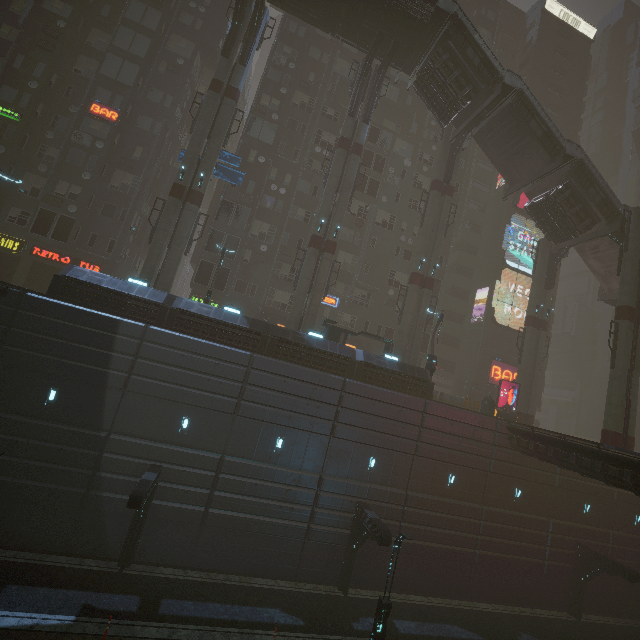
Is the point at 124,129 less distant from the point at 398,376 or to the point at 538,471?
the point at 398,376

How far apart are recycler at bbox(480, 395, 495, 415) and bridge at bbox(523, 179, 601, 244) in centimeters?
1463cm

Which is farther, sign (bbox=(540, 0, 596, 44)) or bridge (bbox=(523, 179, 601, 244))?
sign (bbox=(540, 0, 596, 44))

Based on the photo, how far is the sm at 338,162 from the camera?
24.67m

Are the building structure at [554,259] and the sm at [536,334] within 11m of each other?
yes

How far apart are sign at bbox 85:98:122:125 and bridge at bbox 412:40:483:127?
24.5m

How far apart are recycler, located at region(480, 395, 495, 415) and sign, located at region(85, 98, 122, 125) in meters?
39.2

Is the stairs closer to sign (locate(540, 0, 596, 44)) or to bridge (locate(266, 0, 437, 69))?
bridge (locate(266, 0, 437, 69))
